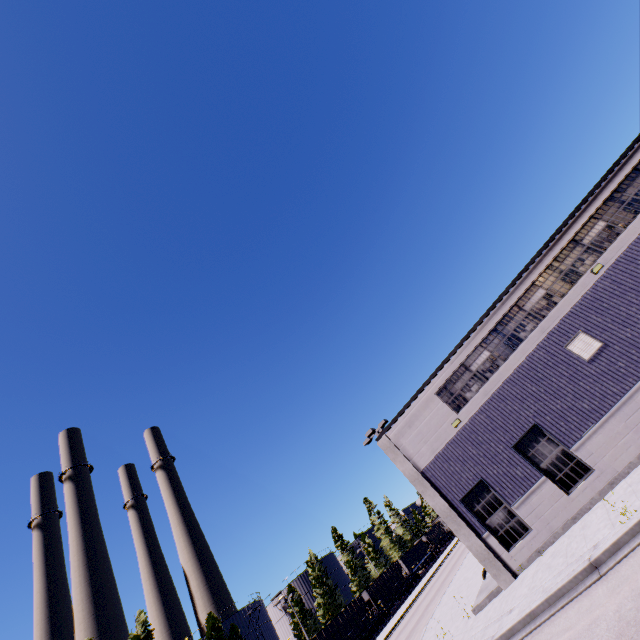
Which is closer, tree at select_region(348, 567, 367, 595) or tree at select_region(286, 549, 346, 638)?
tree at select_region(286, 549, 346, 638)

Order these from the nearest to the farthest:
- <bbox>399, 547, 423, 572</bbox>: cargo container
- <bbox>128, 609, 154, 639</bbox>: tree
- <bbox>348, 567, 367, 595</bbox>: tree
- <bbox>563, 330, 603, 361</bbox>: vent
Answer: <bbox>563, 330, 603, 361</bbox>: vent, <bbox>128, 609, 154, 639</bbox>: tree, <bbox>399, 547, 423, 572</bbox>: cargo container, <bbox>348, 567, 367, 595</bbox>: tree

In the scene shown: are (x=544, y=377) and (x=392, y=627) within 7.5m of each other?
no

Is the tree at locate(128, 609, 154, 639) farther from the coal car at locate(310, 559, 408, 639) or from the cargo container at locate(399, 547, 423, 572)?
the cargo container at locate(399, 547, 423, 572)

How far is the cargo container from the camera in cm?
5466

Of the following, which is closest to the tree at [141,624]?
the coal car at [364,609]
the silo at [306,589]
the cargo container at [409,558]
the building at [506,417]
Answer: the silo at [306,589]

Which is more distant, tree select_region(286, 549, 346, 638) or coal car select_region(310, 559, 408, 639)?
tree select_region(286, 549, 346, 638)

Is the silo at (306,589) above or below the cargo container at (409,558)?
above
